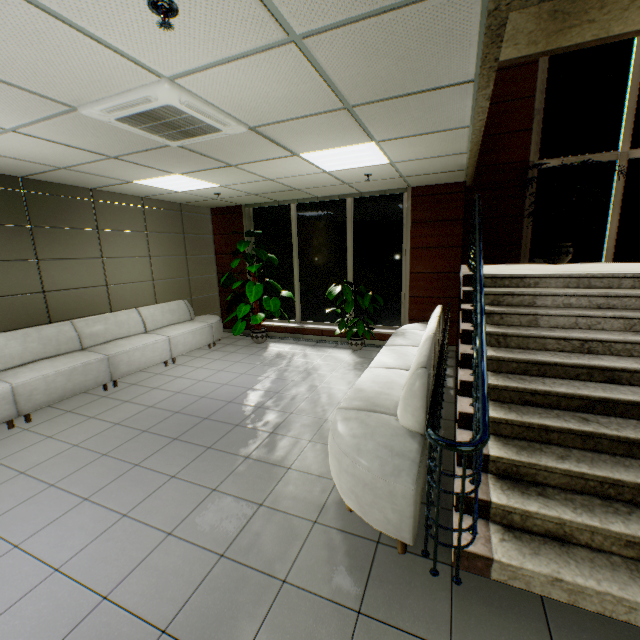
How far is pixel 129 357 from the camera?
5.4 meters

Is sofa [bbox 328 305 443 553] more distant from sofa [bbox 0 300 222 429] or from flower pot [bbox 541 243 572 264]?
sofa [bbox 0 300 222 429]

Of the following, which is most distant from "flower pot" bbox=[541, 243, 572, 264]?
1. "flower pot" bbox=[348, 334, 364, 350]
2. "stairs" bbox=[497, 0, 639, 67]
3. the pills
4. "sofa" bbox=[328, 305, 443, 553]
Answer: the pills

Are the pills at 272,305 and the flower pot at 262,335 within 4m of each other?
yes

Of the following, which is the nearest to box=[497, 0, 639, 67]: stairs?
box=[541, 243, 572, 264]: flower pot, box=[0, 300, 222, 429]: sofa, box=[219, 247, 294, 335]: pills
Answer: box=[541, 243, 572, 264]: flower pot

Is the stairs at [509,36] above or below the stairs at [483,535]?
above

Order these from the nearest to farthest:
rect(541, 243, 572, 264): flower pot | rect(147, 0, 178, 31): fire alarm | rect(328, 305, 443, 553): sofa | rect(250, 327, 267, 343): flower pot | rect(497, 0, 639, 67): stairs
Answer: rect(147, 0, 178, 31): fire alarm → rect(328, 305, 443, 553): sofa → rect(497, 0, 639, 67): stairs → rect(541, 243, 572, 264): flower pot → rect(250, 327, 267, 343): flower pot

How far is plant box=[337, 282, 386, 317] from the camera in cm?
637
